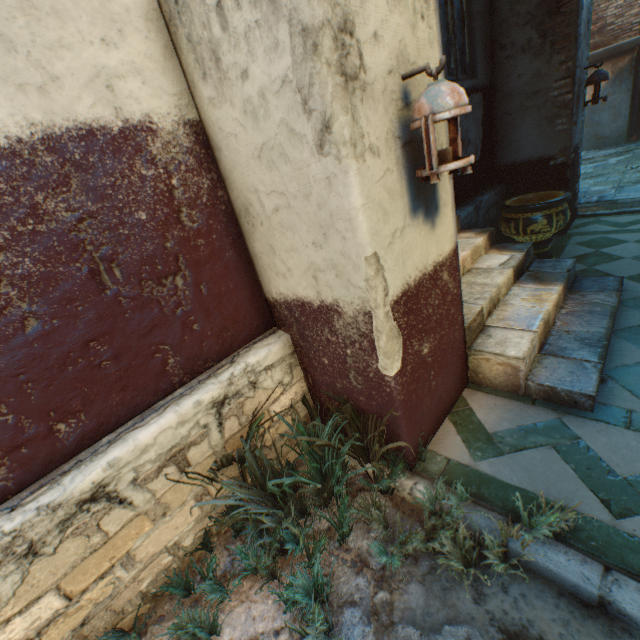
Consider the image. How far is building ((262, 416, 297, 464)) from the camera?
2.31m

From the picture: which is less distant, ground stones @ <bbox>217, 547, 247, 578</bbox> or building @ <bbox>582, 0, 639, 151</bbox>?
ground stones @ <bbox>217, 547, 247, 578</bbox>

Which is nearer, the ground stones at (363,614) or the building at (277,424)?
the ground stones at (363,614)

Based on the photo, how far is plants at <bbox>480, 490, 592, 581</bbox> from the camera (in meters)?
1.50

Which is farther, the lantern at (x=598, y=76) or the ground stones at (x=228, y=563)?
the lantern at (x=598, y=76)

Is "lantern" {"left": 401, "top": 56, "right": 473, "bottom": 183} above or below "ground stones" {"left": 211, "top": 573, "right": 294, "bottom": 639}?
above

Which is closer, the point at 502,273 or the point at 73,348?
the point at 73,348

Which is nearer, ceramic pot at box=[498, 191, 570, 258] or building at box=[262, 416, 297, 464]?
building at box=[262, 416, 297, 464]
